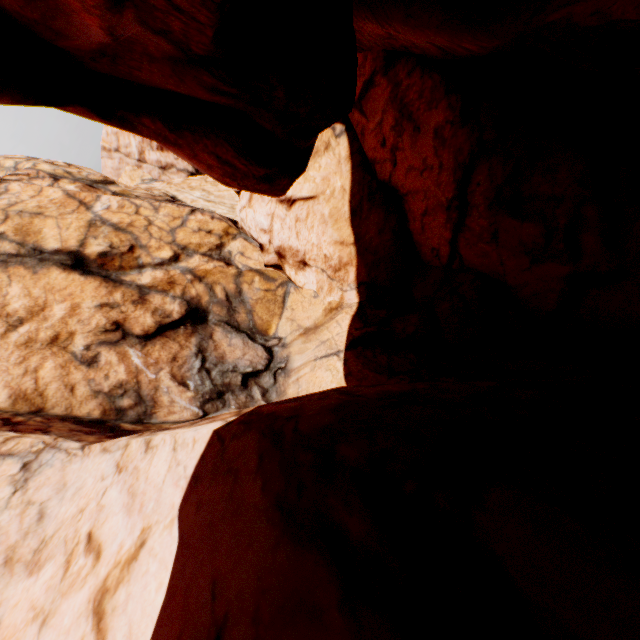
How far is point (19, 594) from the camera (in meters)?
5.42
